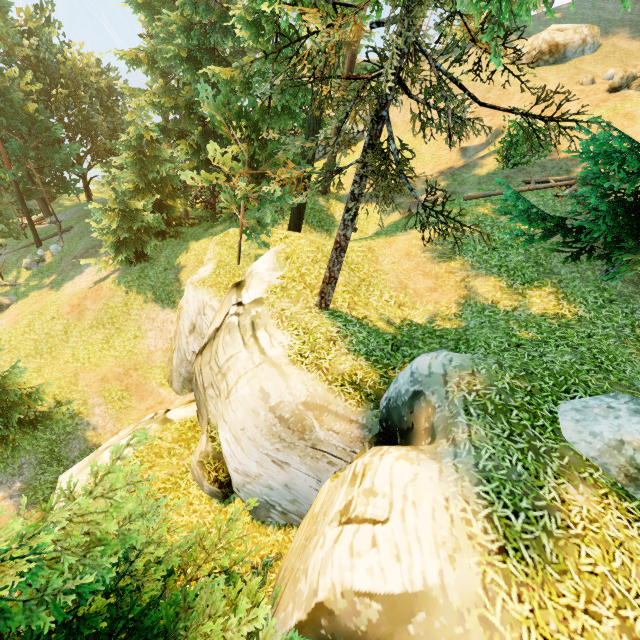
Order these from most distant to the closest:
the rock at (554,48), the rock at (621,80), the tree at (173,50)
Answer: the rock at (554,48), the rock at (621,80), the tree at (173,50)

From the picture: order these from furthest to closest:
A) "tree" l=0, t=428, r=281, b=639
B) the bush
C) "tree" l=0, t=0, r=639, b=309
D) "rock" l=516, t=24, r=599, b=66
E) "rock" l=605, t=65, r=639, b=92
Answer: "rock" l=516, t=24, r=599, b=66 → "rock" l=605, t=65, r=639, b=92 → the bush → "tree" l=0, t=0, r=639, b=309 → "tree" l=0, t=428, r=281, b=639

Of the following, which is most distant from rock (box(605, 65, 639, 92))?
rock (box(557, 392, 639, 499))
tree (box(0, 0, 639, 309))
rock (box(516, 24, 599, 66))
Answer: rock (box(557, 392, 639, 499))

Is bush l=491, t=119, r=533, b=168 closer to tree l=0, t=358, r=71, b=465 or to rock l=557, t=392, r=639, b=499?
tree l=0, t=358, r=71, b=465

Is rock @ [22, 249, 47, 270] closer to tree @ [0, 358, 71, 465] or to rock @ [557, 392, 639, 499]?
tree @ [0, 358, 71, 465]

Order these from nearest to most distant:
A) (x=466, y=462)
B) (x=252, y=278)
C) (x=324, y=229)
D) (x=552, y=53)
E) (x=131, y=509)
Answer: (x=466, y=462)
(x=131, y=509)
(x=252, y=278)
(x=324, y=229)
(x=552, y=53)

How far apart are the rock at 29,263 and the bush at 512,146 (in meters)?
35.13

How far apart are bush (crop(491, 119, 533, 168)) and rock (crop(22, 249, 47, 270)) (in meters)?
35.13
